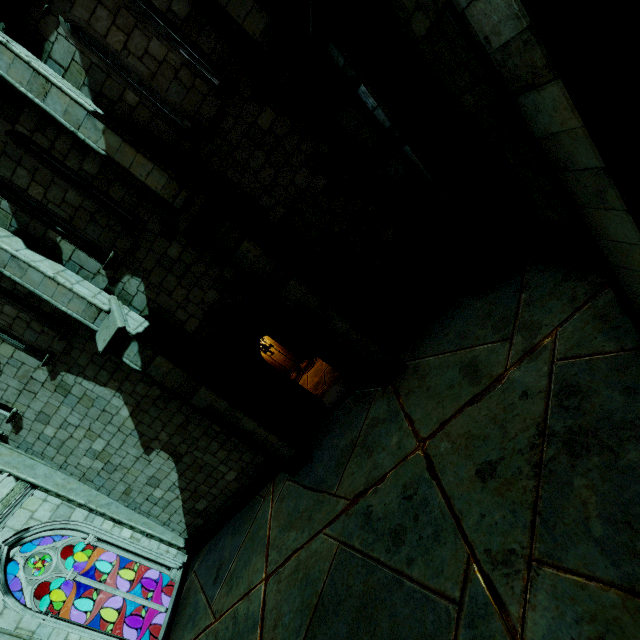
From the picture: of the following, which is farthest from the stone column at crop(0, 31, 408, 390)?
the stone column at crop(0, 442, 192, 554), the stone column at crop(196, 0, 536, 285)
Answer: the stone column at crop(0, 442, 192, 554)

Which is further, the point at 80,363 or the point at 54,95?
the point at 80,363

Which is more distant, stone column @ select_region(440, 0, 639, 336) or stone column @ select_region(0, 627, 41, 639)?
stone column @ select_region(0, 627, 41, 639)

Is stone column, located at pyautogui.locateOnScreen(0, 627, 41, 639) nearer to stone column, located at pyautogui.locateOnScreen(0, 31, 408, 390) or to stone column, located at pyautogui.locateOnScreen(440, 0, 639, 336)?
stone column, located at pyautogui.locateOnScreen(0, 31, 408, 390)

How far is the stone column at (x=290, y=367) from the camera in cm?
1098

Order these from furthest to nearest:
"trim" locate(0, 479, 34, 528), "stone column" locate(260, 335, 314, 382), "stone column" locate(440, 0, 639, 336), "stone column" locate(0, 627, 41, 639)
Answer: "stone column" locate(260, 335, 314, 382)
"trim" locate(0, 479, 34, 528)
"stone column" locate(0, 627, 41, 639)
"stone column" locate(440, 0, 639, 336)

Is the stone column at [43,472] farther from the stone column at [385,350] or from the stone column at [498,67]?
the stone column at [498,67]
